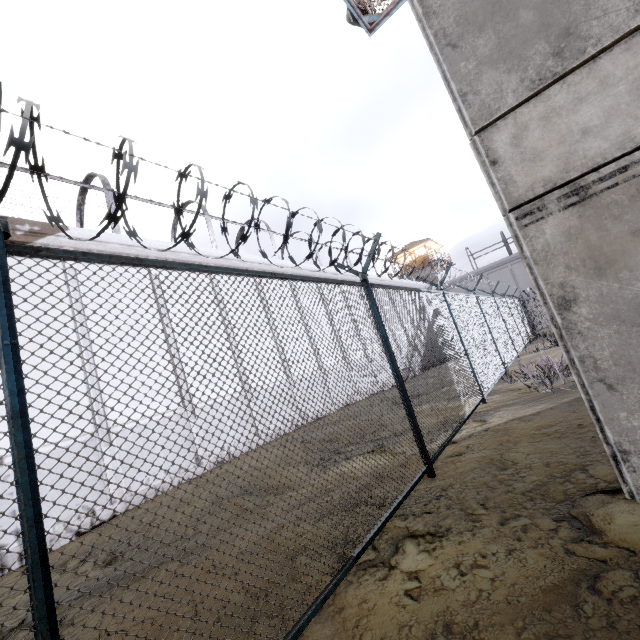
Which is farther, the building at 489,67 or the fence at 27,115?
the building at 489,67

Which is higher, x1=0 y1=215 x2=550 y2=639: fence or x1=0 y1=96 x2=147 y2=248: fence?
x1=0 y1=96 x2=147 y2=248: fence

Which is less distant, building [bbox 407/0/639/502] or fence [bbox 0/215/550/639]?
fence [bbox 0/215/550/639]

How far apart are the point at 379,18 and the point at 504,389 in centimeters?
1209cm
